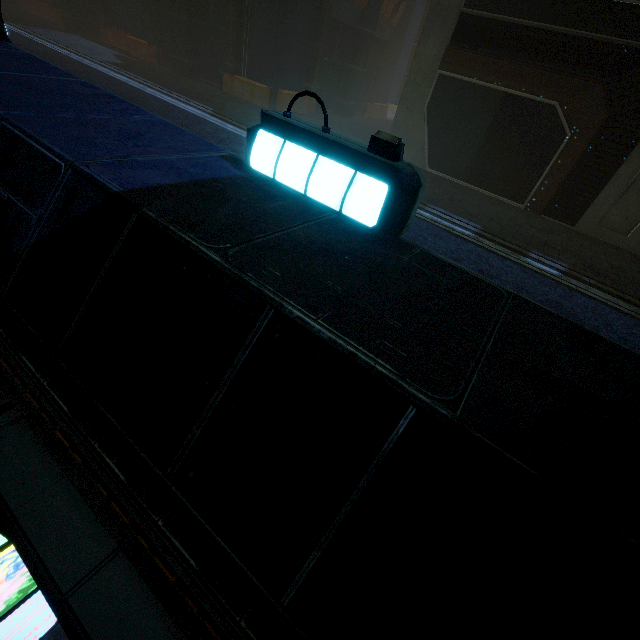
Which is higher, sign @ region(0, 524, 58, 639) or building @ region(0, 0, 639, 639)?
building @ region(0, 0, 639, 639)

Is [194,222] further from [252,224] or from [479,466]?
[479,466]

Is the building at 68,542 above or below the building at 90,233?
below

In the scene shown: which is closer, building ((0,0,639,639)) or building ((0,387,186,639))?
building ((0,0,639,639))

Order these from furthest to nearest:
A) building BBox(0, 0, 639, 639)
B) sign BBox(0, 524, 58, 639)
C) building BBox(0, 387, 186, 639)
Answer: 1. sign BBox(0, 524, 58, 639)
2. building BBox(0, 387, 186, 639)
3. building BBox(0, 0, 639, 639)

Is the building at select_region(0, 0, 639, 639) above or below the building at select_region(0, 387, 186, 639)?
above

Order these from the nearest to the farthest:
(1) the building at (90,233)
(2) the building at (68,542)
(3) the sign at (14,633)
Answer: (1) the building at (90,233)
(2) the building at (68,542)
(3) the sign at (14,633)
